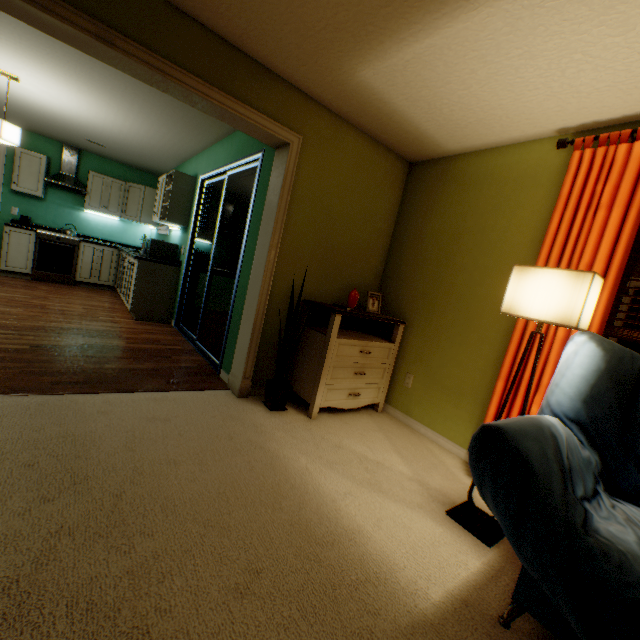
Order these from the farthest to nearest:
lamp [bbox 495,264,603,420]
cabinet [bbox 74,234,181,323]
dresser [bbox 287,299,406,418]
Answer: cabinet [bbox 74,234,181,323]
dresser [bbox 287,299,406,418]
lamp [bbox 495,264,603,420]

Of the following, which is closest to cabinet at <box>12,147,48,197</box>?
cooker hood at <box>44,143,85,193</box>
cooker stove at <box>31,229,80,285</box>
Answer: cooker hood at <box>44,143,85,193</box>

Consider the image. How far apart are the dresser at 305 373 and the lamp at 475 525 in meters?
1.1

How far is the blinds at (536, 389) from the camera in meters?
2.0

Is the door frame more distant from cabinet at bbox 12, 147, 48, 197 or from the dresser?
cabinet at bbox 12, 147, 48, 197

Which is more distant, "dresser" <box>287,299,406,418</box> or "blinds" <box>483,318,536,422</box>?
"dresser" <box>287,299,406,418</box>

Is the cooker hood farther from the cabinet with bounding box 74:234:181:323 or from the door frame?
the door frame

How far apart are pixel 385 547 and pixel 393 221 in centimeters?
285cm
